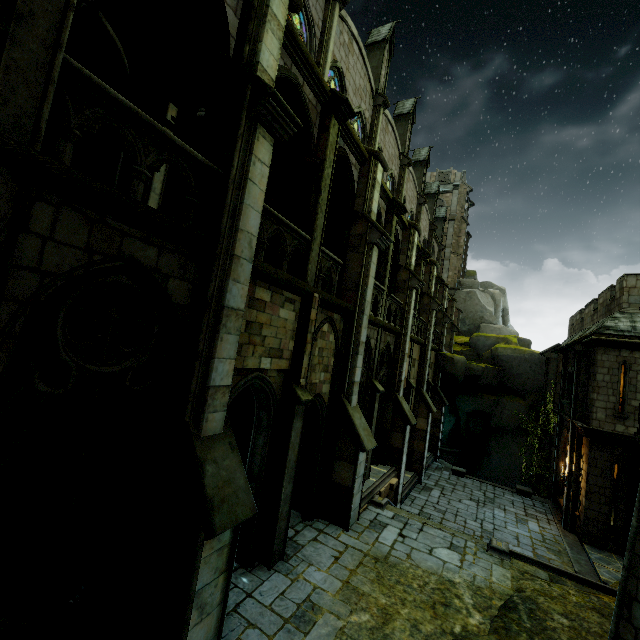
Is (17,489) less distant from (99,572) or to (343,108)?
(99,572)

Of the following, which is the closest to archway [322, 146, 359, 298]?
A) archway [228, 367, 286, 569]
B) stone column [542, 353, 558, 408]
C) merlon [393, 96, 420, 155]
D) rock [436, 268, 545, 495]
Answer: rock [436, 268, 545, 495]

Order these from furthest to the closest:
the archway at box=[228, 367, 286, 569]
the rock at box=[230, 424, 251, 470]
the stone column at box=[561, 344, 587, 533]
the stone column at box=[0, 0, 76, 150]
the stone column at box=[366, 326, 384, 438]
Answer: the stone column at box=[561, 344, 587, 533] → the stone column at box=[366, 326, 384, 438] → the rock at box=[230, 424, 251, 470] → the archway at box=[228, 367, 286, 569] → the stone column at box=[0, 0, 76, 150]

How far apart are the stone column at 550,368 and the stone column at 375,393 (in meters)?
18.13

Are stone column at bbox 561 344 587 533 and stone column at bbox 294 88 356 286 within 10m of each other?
no

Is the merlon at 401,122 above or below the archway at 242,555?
above

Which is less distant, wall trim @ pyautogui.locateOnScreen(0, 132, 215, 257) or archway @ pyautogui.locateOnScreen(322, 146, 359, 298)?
wall trim @ pyautogui.locateOnScreen(0, 132, 215, 257)

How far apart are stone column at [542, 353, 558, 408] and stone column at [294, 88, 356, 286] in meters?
23.9 m
